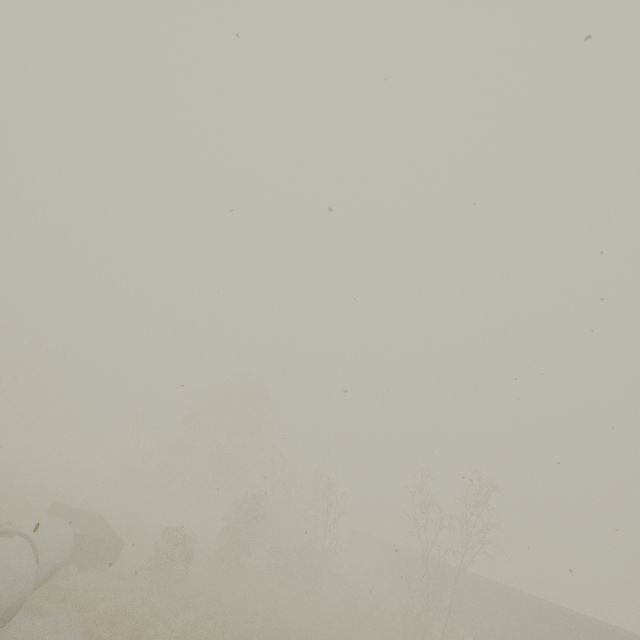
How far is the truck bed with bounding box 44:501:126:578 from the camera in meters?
14.4

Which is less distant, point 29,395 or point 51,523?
point 51,523

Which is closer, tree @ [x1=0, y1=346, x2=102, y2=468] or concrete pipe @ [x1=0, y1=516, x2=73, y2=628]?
concrete pipe @ [x1=0, y1=516, x2=73, y2=628]

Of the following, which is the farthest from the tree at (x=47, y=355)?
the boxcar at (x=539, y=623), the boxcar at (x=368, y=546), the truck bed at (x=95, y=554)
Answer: the truck bed at (x=95, y=554)

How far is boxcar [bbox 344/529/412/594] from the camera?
35.38m

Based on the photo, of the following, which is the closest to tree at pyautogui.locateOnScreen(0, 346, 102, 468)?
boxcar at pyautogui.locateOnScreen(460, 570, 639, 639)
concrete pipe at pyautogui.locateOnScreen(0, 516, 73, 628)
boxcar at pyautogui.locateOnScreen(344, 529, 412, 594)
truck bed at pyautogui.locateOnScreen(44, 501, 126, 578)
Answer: boxcar at pyautogui.locateOnScreen(344, 529, 412, 594)

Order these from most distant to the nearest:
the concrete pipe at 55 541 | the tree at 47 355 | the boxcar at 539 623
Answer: the tree at 47 355 < the boxcar at 539 623 < the concrete pipe at 55 541

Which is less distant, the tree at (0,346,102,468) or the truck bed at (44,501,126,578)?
the truck bed at (44,501,126,578)
